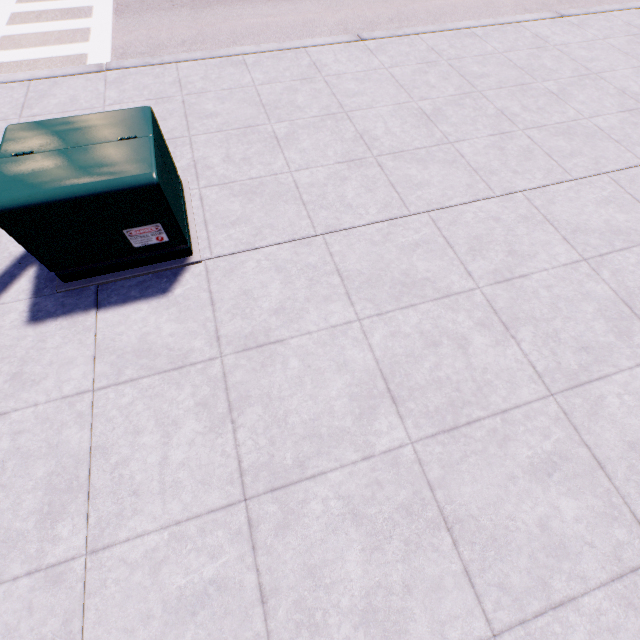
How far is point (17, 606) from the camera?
2.1m
